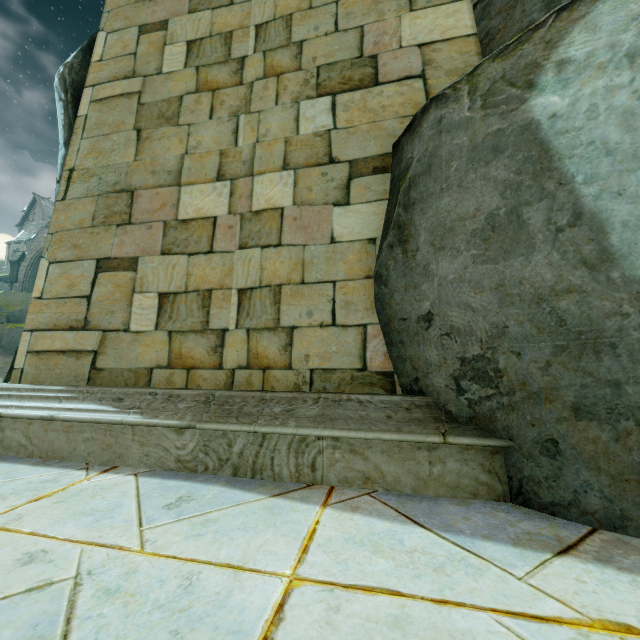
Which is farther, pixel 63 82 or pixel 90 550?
pixel 63 82

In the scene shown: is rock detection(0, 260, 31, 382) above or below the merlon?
below

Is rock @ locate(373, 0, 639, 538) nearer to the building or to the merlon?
the building

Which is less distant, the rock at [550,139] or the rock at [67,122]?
the rock at [550,139]

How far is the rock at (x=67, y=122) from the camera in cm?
345

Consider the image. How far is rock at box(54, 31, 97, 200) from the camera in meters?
3.4

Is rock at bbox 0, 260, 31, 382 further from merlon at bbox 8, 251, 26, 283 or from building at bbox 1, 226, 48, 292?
merlon at bbox 8, 251, 26, 283
